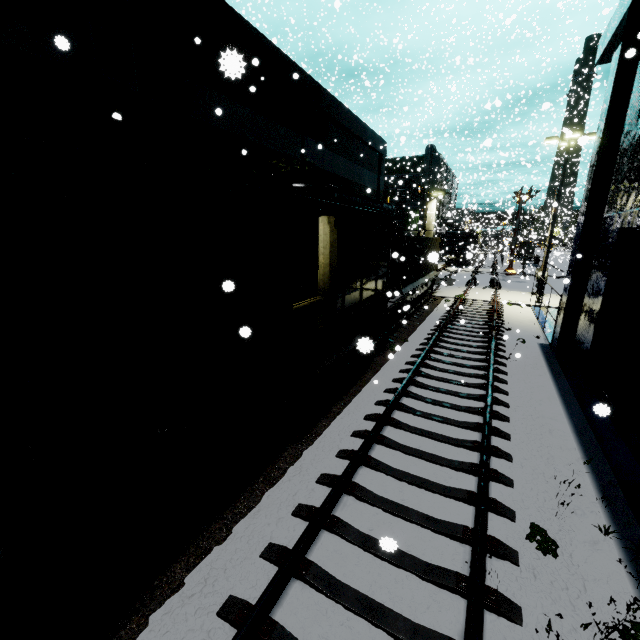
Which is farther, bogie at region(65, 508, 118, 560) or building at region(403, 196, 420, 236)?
building at region(403, 196, 420, 236)

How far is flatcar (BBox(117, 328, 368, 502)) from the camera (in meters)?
3.94

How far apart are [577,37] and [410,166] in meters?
29.5

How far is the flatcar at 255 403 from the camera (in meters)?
3.94

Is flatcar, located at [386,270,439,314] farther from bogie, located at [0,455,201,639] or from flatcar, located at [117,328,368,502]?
bogie, located at [0,455,201,639]

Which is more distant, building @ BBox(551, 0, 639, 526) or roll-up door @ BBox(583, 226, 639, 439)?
roll-up door @ BBox(583, 226, 639, 439)

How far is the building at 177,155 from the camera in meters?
8.7 m

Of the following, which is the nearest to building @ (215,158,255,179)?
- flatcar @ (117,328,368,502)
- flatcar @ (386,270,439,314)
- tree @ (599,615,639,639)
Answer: tree @ (599,615,639,639)
